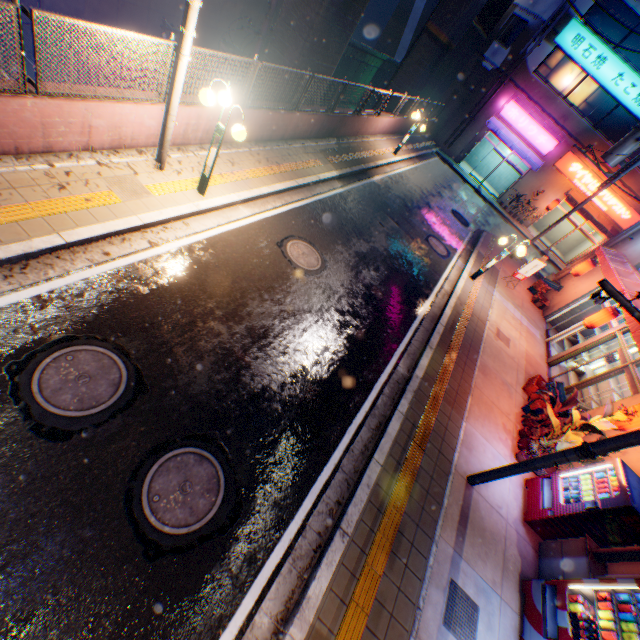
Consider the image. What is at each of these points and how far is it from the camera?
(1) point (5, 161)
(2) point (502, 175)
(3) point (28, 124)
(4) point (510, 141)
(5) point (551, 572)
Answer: (1) concrete curb, 5.4 meters
(2) building, 27.5 meters
(3) concrete block, 5.3 meters
(4) awning, 23.2 meters
(5) ventilation tube, 6.2 meters

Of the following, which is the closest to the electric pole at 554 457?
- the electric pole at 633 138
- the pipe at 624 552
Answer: the pipe at 624 552

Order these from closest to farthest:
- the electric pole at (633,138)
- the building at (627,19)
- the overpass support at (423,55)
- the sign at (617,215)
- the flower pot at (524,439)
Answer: the flower pot at (524,439) → the electric pole at (633,138) → the building at (627,19) → the overpass support at (423,55) → the sign at (617,215)

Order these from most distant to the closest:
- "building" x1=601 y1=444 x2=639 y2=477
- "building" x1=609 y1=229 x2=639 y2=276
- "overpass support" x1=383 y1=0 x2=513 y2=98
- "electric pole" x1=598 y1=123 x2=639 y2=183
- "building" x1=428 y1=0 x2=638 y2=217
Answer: "building" x1=428 y1=0 x2=638 y2=217 → "overpass support" x1=383 y1=0 x2=513 y2=98 → "electric pole" x1=598 y1=123 x2=639 y2=183 → "building" x1=609 y1=229 x2=639 y2=276 → "building" x1=601 y1=444 x2=639 y2=477

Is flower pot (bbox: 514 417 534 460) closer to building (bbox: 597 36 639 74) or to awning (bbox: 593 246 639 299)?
awning (bbox: 593 246 639 299)

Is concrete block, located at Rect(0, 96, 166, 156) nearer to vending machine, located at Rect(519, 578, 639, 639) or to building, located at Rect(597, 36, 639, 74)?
building, located at Rect(597, 36, 639, 74)

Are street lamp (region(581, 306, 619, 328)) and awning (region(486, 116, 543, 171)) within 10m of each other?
no

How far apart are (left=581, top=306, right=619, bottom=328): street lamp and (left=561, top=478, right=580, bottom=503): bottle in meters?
6.4 m
